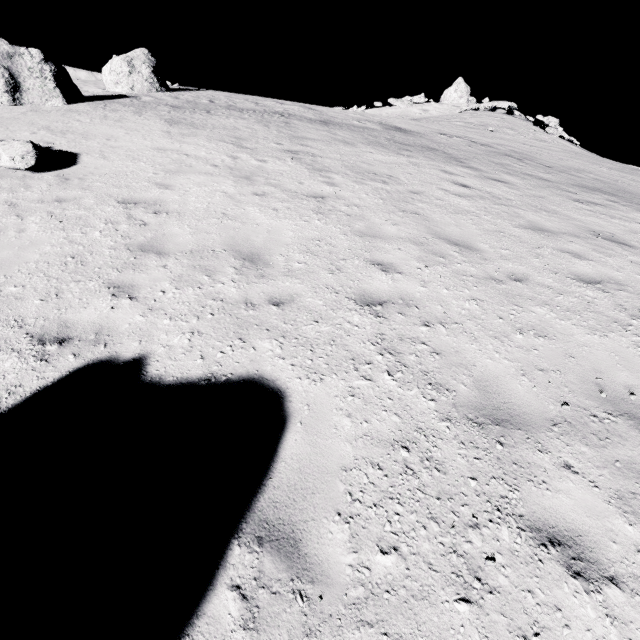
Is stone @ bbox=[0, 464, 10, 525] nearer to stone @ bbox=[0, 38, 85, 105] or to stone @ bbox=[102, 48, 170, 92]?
stone @ bbox=[0, 38, 85, 105]

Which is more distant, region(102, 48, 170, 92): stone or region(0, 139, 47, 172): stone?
region(102, 48, 170, 92): stone

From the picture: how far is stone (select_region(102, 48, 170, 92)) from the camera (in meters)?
18.11

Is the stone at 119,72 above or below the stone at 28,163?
above

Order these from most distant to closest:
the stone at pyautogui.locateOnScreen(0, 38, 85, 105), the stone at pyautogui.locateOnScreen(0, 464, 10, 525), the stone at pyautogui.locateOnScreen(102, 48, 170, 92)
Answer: the stone at pyautogui.locateOnScreen(102, 48, 170, 92), the stone at pyautogui.locateOnScreen(0, 38, 85, 105), the stone at pyautogui.locateOnScreen(0, 464, 10, 525)

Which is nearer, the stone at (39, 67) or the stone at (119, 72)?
the stone at (39, 67)

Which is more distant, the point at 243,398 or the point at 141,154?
the point at 141,154

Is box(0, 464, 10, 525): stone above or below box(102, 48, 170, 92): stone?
below
